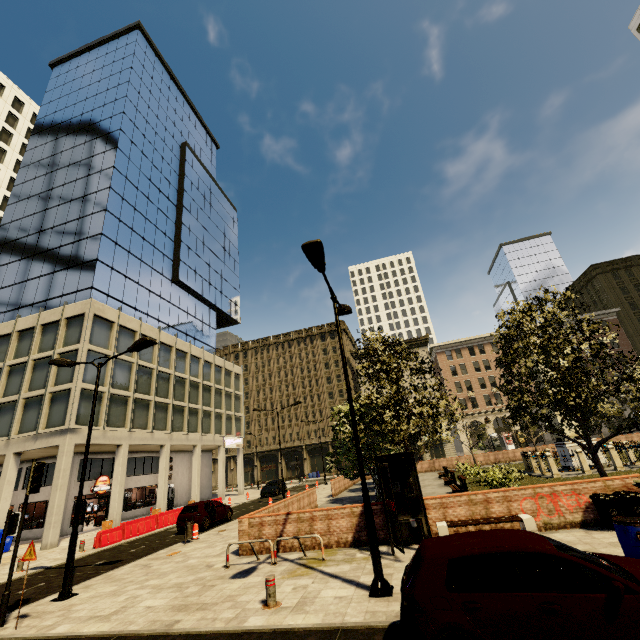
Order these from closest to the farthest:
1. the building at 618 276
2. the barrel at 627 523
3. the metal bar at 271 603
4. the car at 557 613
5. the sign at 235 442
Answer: the car at 557 613
the barrel at 627 523
the metal bar at 271 603
the sign at 235 442
the building at 618 276

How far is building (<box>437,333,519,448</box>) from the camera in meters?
54.1 m

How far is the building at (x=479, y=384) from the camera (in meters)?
54.09

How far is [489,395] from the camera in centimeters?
5544cm

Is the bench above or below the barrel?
below

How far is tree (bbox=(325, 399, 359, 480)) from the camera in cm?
1295

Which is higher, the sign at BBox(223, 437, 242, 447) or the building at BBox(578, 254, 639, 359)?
the building at BBox(578, 254, 639, 359)

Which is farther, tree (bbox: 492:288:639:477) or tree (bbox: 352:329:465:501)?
tree (bbox: 352:329:465:501)
